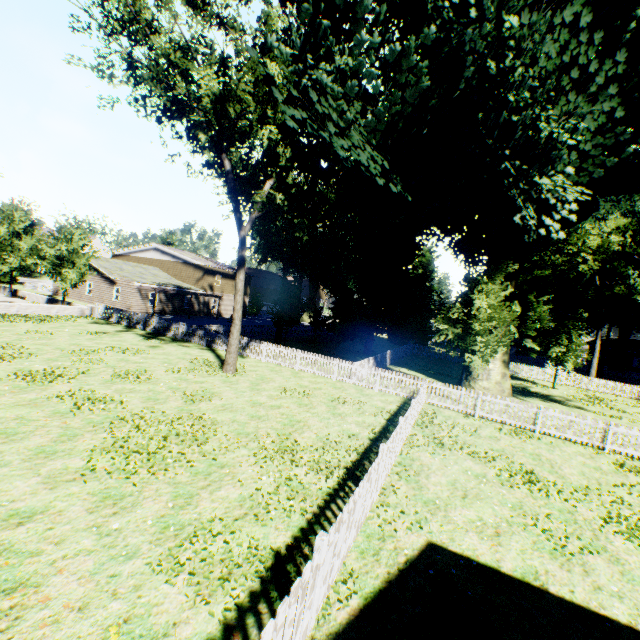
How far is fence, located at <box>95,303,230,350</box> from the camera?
22.4 meters

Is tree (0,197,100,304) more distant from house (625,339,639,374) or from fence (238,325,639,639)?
house (625,339,639,374)

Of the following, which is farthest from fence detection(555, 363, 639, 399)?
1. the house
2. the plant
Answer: the house

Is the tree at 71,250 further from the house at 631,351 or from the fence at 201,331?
the house at 631,351

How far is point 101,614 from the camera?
4.05m

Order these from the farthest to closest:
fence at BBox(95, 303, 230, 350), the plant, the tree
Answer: the tree < fence at BBox(95, 303, 230, 350) < the plant

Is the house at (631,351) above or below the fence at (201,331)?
above
